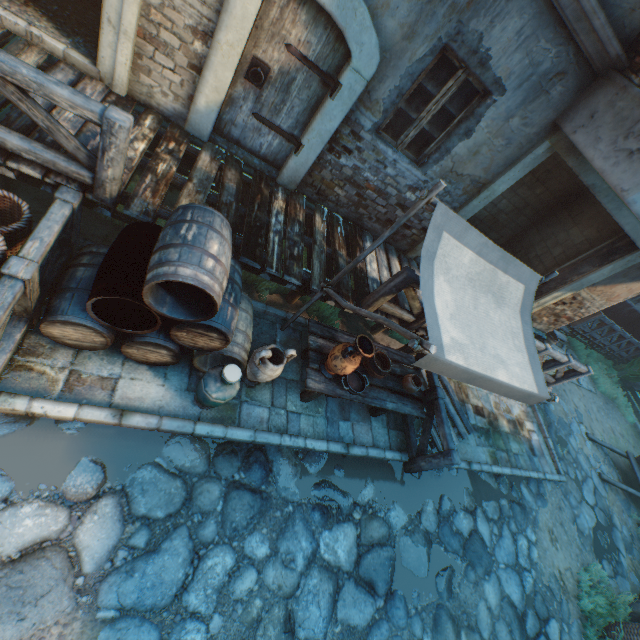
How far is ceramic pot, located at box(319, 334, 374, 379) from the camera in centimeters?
384cm

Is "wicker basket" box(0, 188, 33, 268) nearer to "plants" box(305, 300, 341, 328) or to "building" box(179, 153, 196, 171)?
"building" box(179, 153, 196, 171)

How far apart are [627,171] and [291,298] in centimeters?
470cm

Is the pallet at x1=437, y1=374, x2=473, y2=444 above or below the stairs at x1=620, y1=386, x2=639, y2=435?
below

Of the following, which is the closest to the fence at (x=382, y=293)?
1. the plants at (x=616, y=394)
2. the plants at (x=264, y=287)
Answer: the plants at (x=264, y=287)

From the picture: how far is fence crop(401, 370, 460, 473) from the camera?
4.8m

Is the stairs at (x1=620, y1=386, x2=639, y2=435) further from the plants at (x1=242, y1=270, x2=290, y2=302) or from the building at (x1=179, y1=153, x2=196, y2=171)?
the plants at (x1=242, y1=270, x2=290, y2=302)

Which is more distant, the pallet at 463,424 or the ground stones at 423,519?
the pallet at 463,424
